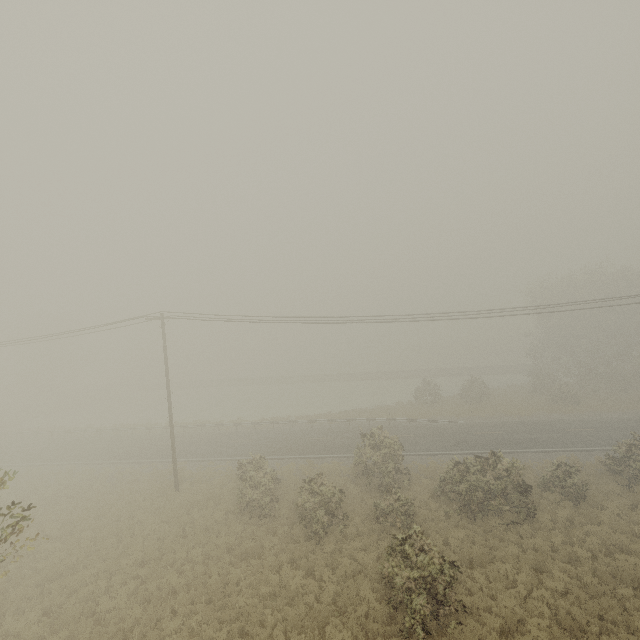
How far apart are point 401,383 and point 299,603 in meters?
47.3
